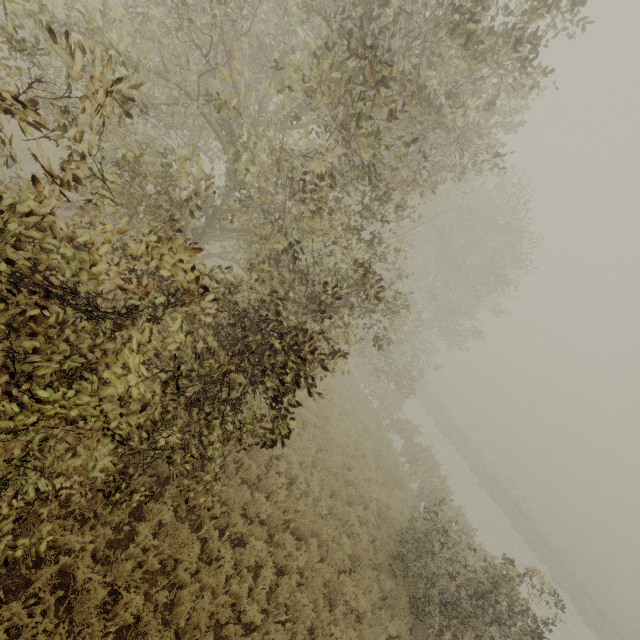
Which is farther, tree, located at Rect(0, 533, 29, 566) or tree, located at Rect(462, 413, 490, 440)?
tree, located at Rect(462, 413, 490, 440)

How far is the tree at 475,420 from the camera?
56.4m

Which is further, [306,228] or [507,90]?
[306,228]

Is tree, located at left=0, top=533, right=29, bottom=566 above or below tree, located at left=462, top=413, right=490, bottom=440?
above

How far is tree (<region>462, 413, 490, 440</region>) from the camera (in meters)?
56.37

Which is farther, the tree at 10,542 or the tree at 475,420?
the tree at 475,420
